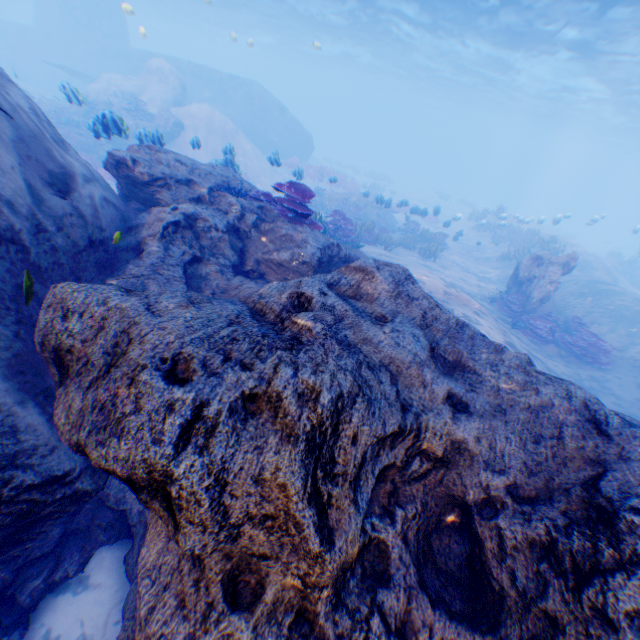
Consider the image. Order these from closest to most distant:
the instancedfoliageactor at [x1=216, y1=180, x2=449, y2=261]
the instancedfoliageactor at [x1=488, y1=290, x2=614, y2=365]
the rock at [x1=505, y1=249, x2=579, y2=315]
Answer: the instancedfoliageactor at [x1=216, y1=180, x2=449, y2=261]
the instancedfoliageactor at [x1=488, y1=290, x2=614, y2=365]
the rock at [x1=505, y1=249, x2=579, y2=315]

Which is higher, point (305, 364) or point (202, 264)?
point (305, 364)

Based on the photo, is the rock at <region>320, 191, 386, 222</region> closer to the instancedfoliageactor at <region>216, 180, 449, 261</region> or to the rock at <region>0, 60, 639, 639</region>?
the instancedfoliageactor at <region>216, 180, 449, 261</region>

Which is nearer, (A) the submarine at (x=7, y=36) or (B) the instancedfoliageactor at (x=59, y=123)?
(B) the instancedfoliageactor at (x=59, y=123)

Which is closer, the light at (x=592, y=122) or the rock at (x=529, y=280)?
the rock at (x=529, y=280)

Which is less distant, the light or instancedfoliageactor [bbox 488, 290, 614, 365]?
instancedfoliageactor [bbox 488, 290, 614, 365]

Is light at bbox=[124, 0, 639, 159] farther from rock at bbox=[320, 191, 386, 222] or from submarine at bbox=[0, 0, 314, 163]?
rock at bbox=[320, 191, 386, 222]

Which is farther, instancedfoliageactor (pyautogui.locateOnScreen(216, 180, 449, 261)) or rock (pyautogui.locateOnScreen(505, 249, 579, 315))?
rock (pyautogui.locateOnScreen(505, 249, 579, 315))
